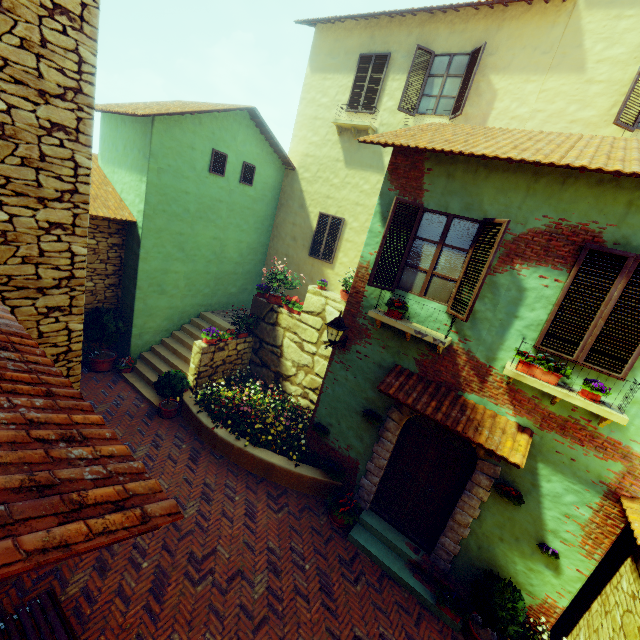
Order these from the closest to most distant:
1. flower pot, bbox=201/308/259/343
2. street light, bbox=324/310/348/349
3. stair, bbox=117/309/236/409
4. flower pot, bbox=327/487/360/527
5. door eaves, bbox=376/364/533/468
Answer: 1. door eaves, bbox=376/364/533/468
2. street light, bbox=324/310/348/349
3. flower pot, bbox=327/487/360/527
4. flower pot, bbox=201/308/259/343
5. stair, bbox=117/309/236/409

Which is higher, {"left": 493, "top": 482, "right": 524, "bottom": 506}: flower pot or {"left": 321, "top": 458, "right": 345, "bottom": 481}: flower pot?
{"left": 493, "top": 482, "right": 524, "bottom": 506}: flower pot

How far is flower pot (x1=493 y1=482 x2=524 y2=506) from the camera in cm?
531

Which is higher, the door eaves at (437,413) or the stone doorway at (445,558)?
the door eaves at (437,413)

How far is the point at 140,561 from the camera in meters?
5.4

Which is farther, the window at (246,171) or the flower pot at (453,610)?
the window at (246,171)

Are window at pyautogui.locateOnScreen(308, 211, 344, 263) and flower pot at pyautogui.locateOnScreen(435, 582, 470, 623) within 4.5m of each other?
no

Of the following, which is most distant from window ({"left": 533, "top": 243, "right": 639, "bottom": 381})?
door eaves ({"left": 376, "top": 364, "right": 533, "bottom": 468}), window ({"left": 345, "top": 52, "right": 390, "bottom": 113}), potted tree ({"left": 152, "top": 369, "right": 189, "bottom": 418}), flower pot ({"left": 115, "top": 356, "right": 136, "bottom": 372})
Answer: flower pot ({"left": 115, "top": 356, "right": 136, "bottom": 372})
